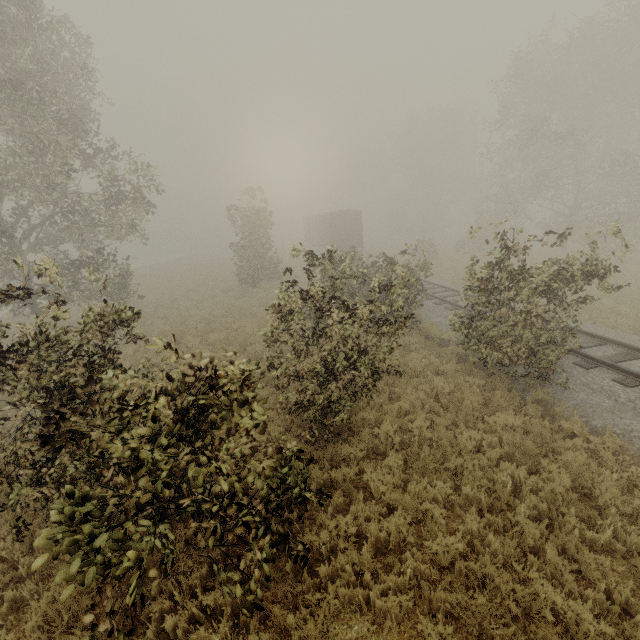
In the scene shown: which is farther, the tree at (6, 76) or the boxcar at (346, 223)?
the boxcar at (346, 223)

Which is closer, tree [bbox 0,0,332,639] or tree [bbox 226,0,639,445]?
tree [bbox 0,0,332,639]

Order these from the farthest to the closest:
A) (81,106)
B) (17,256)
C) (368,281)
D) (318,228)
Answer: (318,228) < (17,256) < (81,106) < (368,281)

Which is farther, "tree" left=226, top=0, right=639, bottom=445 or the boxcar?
the boxcar

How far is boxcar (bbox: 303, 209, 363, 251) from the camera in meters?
32.1 m

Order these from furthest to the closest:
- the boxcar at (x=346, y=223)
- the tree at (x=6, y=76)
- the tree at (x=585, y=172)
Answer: the boxcar at (x=346, y=223)
the tree at (x=585, y=172)
the tree at (x=6, y=76)

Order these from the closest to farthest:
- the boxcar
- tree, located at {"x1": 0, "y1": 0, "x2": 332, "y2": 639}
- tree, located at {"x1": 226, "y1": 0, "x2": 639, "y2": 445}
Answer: tree, located at {"x1": 0, "y1": 0, "x2": 332, "y2": 639}, tree, located at {"x1": 226, "y1": 0, "x2": 639, "y2": 445}, the boxcar
